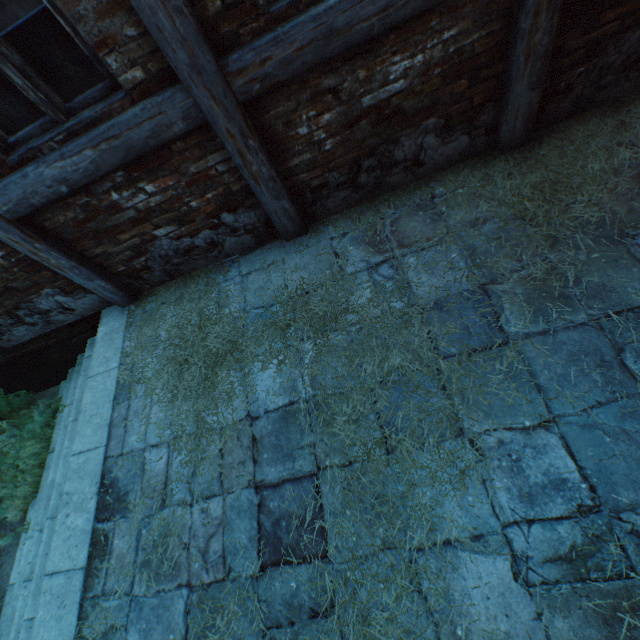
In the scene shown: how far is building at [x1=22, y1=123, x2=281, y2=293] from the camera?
2.38m

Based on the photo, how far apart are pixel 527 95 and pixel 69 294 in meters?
4.4

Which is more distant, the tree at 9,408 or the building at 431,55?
the tree at 9,408

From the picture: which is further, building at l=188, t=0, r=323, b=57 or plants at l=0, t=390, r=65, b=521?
plants at l=0, t=390, r=65, b=521

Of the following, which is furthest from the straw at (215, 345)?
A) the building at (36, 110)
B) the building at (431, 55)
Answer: the building at (36, 110)

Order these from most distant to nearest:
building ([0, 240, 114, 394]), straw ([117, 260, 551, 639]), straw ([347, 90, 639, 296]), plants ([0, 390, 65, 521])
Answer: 1. plants ([0, 390, 65, 521])
2. building ([0, 240, 114, 394])
3. straw ([347, 90, 639, 296])
4. straw ([117, 260, 551, 639])

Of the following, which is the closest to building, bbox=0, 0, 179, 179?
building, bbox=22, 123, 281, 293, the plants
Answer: building, bbox=22, 123, 281, 293

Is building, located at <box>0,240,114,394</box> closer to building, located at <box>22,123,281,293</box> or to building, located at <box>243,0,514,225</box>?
building, located at <box>22,123,281,293</box>
